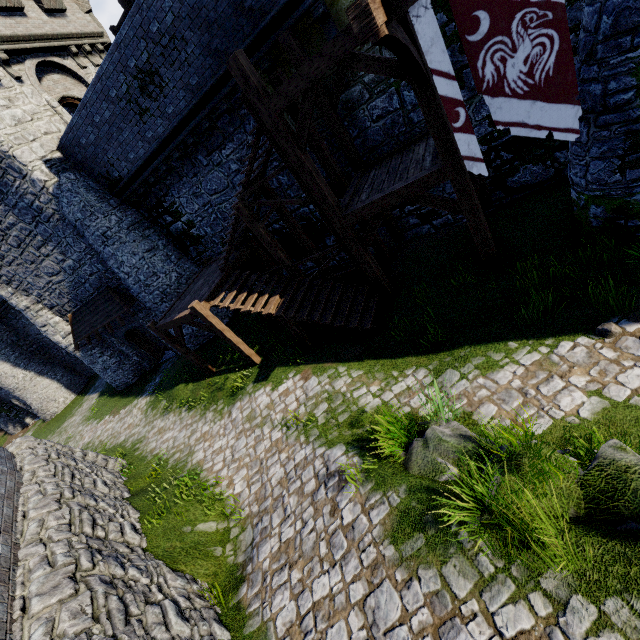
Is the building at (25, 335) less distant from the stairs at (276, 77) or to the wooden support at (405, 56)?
the stairs at (276, 77)

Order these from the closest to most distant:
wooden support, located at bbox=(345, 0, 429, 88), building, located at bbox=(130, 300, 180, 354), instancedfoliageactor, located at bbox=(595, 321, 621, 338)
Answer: wooden support, located at bbox=(345, 0, 429, 88) < instancedfoliageactor, located at bbox=(595, 321, 621, 338) < building, located at bbox=(130, 300, 180, 354)

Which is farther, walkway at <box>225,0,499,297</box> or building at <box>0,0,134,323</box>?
building at <box>0,0,134,323</box>

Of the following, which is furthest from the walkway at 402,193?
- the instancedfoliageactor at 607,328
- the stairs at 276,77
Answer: the instancedfoliageactor at 607,328

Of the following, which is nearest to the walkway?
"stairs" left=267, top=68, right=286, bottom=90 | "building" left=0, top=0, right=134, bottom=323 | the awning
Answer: "stairs" left=267, top=68, right=286, bottom=90

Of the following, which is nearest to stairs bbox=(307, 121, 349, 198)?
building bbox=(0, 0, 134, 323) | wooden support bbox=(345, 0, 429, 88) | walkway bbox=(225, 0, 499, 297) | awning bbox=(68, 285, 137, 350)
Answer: walkway bbox=(225, 0, 499, 297)

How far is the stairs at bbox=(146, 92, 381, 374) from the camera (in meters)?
8.84

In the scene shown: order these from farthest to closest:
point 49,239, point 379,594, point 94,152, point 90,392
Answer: point 90,392 → point 49,239 → point 94,152 → point 379,594
